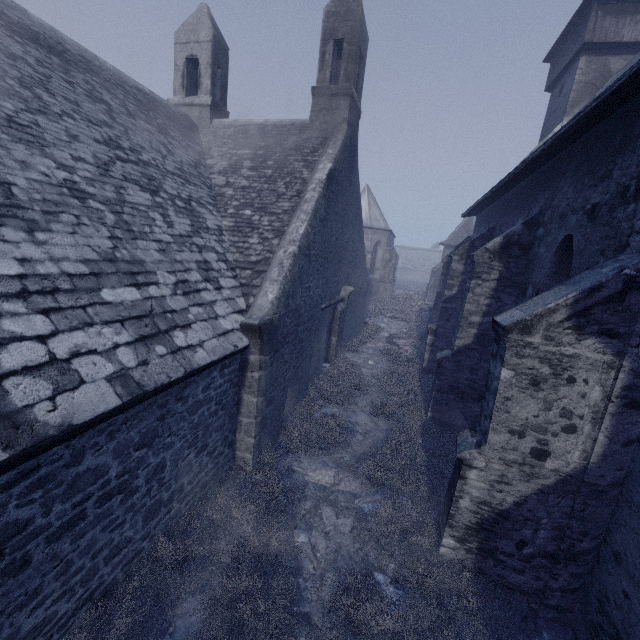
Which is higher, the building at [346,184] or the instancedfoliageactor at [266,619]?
the building at [346,184]

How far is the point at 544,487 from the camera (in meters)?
4.20

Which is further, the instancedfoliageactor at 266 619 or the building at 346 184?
the instancedfoliageactor at 266 619

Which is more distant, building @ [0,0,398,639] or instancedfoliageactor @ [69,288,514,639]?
instancedfoliageactor @ [69,288,514,639]

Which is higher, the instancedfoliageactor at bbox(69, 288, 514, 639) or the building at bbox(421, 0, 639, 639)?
the building at bbox(421, 0, 639, 639)

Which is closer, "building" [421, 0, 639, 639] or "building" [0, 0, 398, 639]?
"building" [0, 0, 398, 639]
